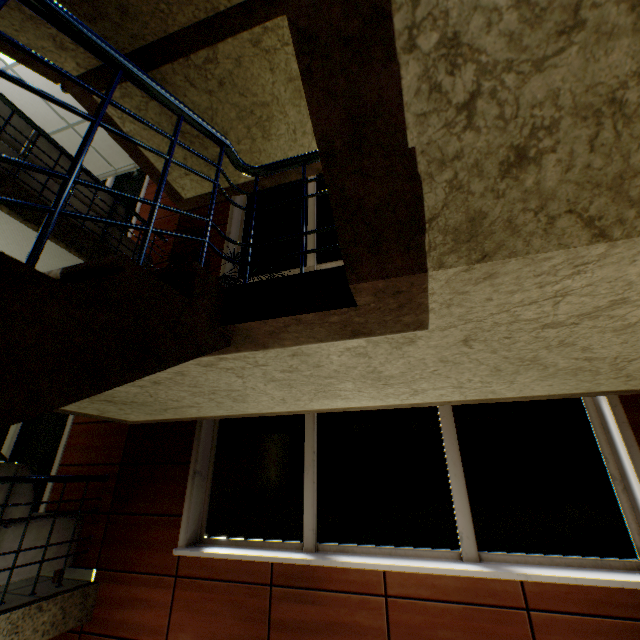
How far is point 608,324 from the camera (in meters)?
1.37

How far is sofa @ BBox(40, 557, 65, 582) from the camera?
3.1m

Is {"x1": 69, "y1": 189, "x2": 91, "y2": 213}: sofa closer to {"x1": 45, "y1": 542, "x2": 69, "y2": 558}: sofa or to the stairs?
the stairs

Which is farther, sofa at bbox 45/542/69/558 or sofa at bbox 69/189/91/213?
sofa at bbox 69/189/91/213

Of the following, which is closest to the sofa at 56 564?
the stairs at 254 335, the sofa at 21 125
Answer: the stairs at 254 335
